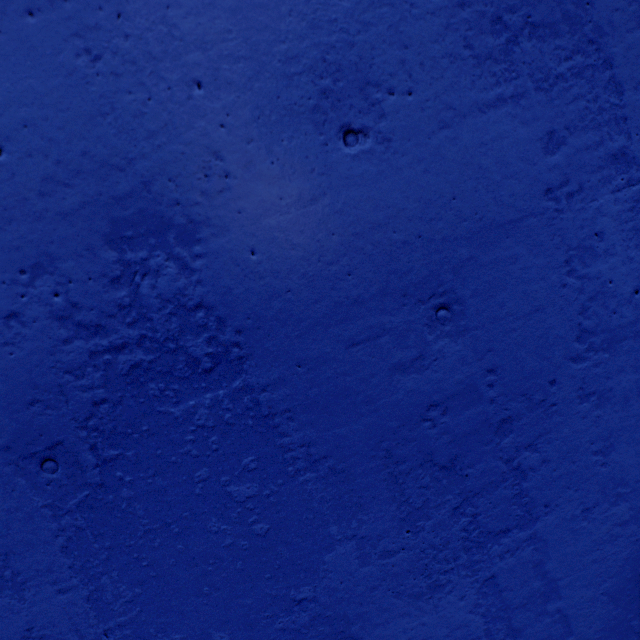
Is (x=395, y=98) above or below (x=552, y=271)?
above
